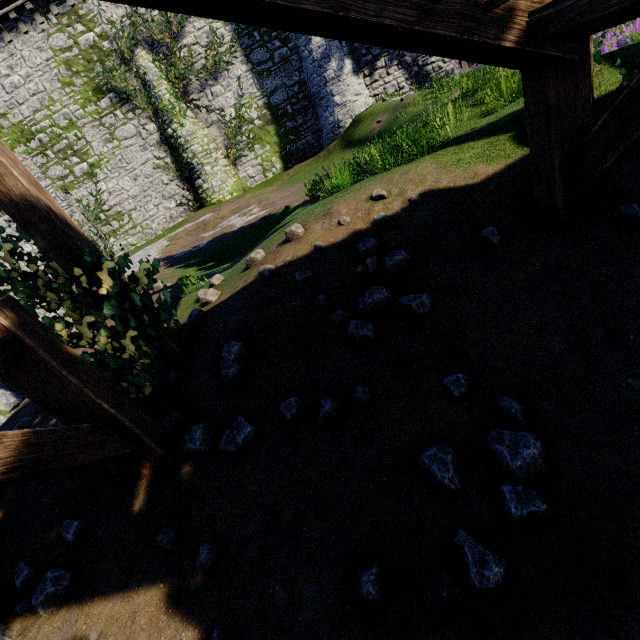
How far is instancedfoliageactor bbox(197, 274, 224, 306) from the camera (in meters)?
5.03

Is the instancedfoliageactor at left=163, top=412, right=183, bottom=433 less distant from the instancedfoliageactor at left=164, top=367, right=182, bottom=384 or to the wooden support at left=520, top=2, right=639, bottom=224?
the instancedfoliageactor at left=164, top=367, right=182, bottom=384

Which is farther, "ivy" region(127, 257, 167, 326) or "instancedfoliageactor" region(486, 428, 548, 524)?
"ivy" region(127, 257, 167, 326)

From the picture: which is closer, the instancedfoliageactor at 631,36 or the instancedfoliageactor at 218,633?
the instancedfoliageactor at 218,633

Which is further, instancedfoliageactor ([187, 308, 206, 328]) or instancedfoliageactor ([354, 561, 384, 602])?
instancedfoliageactor ([187, 308, 206, 328])

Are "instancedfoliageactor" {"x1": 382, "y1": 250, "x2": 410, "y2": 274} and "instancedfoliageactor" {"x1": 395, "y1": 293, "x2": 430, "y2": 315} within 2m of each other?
yes

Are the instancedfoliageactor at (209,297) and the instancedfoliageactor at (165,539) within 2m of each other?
no

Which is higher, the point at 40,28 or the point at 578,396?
the point at 40,28
